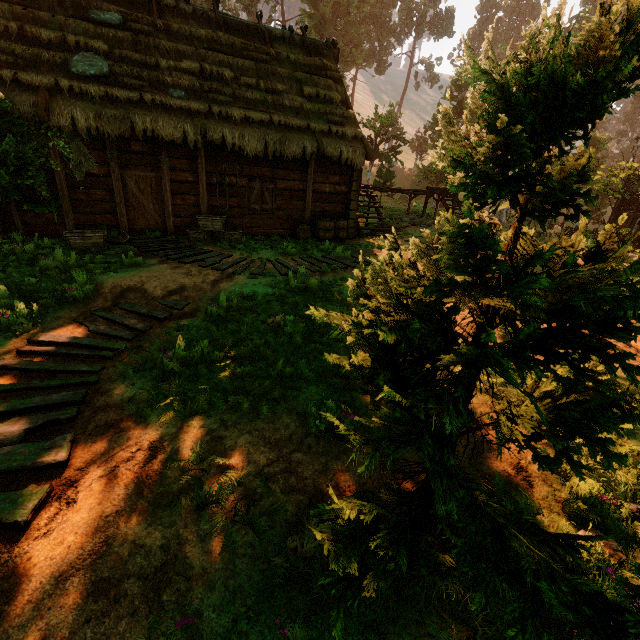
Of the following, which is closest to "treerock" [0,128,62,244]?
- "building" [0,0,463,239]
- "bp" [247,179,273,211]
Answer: "building" [0,0,463,239]

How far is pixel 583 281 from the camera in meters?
1.7 m

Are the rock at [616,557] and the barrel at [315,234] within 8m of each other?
no

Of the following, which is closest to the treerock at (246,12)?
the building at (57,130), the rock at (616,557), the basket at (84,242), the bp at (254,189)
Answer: the building at (57,130)

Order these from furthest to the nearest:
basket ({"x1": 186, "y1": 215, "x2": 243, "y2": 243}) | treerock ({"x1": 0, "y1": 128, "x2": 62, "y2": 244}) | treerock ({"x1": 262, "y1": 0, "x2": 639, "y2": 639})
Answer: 1. basket ({"x1": 186, "y1": 215, "x2": 243, "y2": 243})
2. treerock ({"x1": 0, "y1": 128, "x2": 62, "y2": 244})
3. treerock ({"x1": 262, "y1": 0, "x2": 639, "y2": 639})

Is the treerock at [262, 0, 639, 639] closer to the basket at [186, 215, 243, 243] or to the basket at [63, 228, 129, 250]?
the basket at [63, 228, 129, 250]

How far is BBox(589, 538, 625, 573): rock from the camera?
2.74m

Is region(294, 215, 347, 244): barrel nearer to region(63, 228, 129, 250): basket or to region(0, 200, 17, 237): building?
region(0, 200, 17, 237): building
